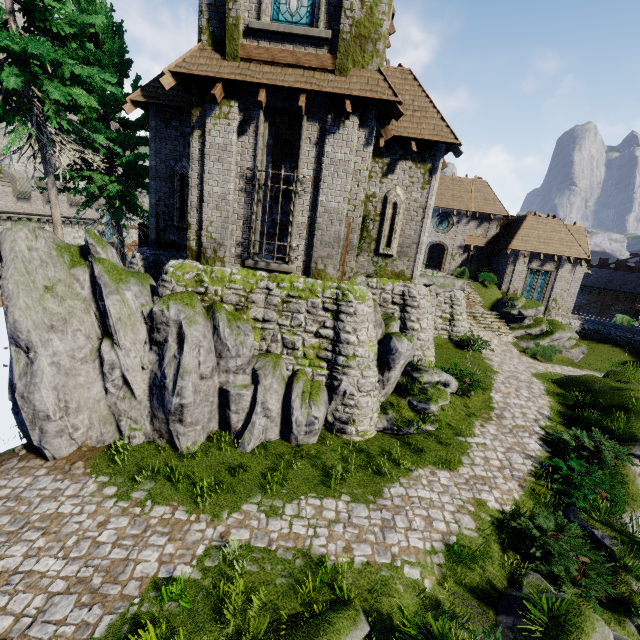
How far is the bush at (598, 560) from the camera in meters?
7.1

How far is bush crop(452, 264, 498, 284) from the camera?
28.7 meters

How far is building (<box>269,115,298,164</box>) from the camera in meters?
17.4 m

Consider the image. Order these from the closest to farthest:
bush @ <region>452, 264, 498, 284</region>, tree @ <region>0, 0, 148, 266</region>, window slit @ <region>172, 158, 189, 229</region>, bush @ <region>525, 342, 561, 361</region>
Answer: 1. tree @ <region>0, 0, 148, 266</region>
2. window slit @ <region>172, 158, 189, 229</region>
3. bush @ <region>525, 342, 561, 361</region>
4. bush @ <region>452, 264, 498, 284</region>

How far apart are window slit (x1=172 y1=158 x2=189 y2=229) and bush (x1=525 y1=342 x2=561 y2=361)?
22.1m

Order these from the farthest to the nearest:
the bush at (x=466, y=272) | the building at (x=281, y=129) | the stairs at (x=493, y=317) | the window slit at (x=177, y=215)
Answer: the bush at (x=466, y=272) → the stairs at (x=493, y=317) → the building at (x=281, y=129) → the window slit at (x=177, y=215)

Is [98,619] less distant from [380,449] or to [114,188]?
[380,449]

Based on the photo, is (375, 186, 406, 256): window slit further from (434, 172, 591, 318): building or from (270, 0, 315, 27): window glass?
(270, 0, 315, 27): window glass
